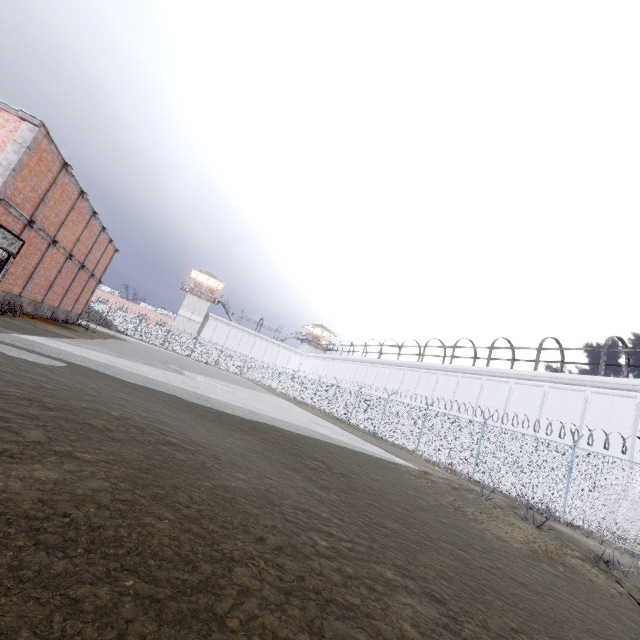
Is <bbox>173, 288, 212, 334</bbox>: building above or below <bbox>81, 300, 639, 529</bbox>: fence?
above

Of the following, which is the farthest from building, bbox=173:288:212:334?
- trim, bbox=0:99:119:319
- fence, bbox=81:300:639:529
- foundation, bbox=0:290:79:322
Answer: foundation, bbox=0:290:79:322

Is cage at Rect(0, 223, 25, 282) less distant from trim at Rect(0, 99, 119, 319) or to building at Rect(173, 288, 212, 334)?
trim at Rect(0, 99, 119, 319)

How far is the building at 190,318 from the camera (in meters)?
54.19

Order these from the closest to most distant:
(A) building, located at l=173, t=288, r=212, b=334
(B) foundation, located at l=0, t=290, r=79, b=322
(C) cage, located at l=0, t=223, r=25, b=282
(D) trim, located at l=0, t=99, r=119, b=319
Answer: (C) cage, located at l=0, t=223, r=25, b=282
(D) trim, located at l=0, t=99, r=119, b=319
(B) foundation, located at l=0, t=290, r=79, b=322
(A) building, located at l=173, t=288, r=212, b=334

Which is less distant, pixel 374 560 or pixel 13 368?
pixel 374 560

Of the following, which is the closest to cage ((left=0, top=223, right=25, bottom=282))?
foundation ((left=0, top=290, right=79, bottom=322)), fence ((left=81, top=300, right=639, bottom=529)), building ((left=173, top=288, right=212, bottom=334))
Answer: foundation ((left=0, top=290, right=79, bottom=322))

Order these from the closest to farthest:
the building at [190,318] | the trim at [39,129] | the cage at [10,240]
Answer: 1. the cage at [10,240]
2. the trim at [39,129]
3. the building at [190,318]
